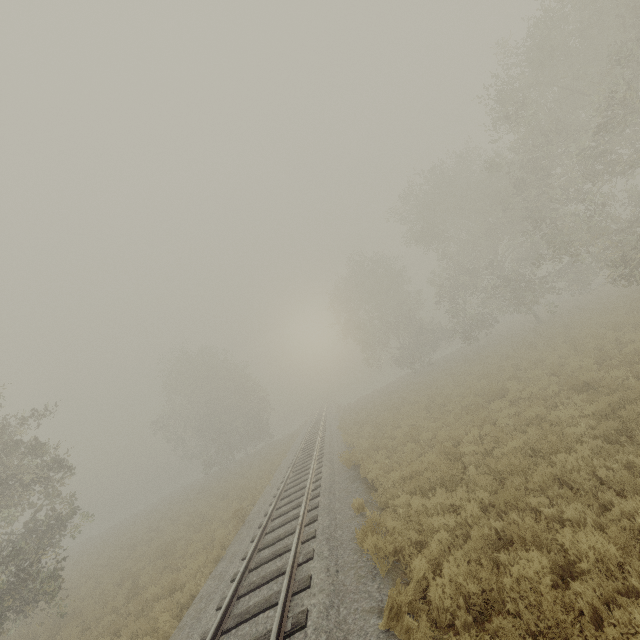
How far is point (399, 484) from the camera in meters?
10.2 m
